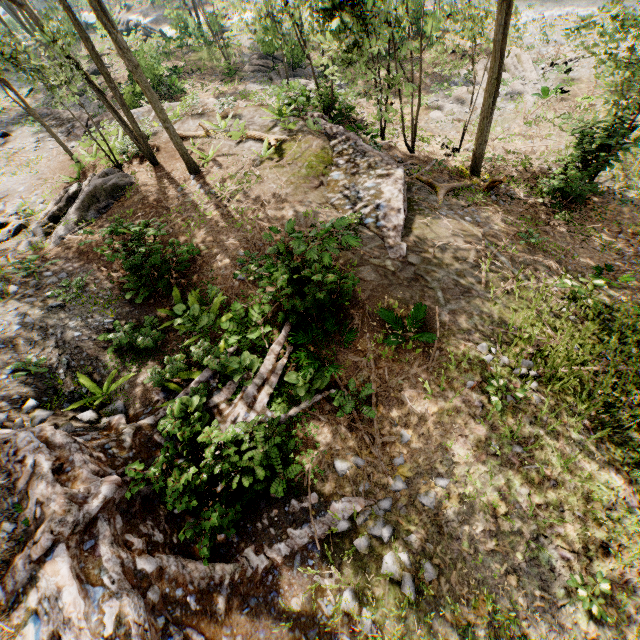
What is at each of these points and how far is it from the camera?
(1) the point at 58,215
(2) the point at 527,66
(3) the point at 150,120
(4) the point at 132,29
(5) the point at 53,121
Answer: (1) foliage, 13.4m
(2) foliage, 20.9m
(3) ground embankment, 19.0m
(4) rock, 37.3m
(5) ground embankment, 21.7m

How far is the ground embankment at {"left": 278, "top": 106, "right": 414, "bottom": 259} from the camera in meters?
11.0

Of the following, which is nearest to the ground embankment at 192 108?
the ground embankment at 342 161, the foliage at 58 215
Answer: the foliage at 58 215

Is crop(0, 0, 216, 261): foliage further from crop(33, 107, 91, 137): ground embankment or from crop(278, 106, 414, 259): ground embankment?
crop(278, 106, 414, 259): ground embankment

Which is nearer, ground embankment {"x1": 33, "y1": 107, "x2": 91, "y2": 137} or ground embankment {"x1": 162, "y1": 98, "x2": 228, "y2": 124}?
ground embankment {"x1": 162, "y1": 98, "x2": 228, "y2": 124}

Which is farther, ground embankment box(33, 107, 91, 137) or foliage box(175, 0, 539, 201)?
ground embankment box(33, 107, 91, 137)

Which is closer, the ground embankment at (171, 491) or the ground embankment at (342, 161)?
the ground embankment at (171, 491)
